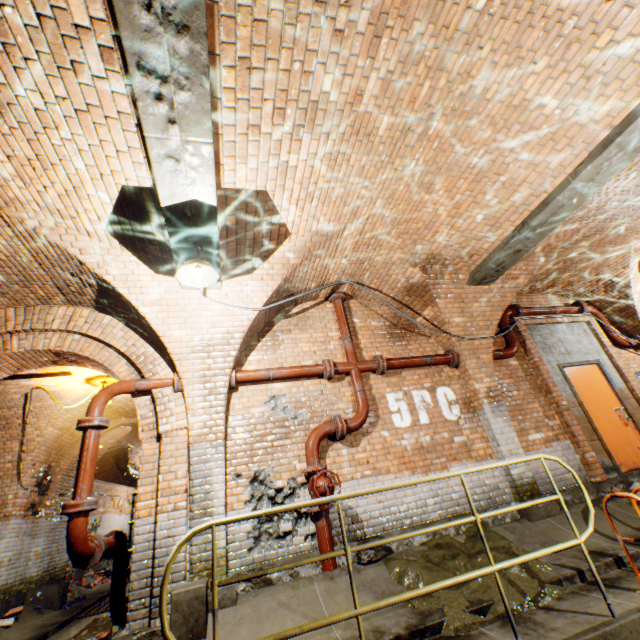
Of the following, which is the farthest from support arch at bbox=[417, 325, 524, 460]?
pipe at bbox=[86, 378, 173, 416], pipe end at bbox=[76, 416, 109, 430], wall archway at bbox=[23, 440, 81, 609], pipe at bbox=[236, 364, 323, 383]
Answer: wall archway at bbox=[23, 440, 81, 609]

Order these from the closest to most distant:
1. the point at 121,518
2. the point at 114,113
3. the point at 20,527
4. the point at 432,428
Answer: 1. the point at 114,113
2. the point at 432,428
3. the point at 20,527
4. the point at 121,518

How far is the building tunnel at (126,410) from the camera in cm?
874

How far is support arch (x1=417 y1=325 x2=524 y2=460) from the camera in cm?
562

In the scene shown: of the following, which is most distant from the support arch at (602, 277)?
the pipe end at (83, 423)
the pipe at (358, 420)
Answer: the pipe end at (83, 423)

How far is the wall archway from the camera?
7.95m

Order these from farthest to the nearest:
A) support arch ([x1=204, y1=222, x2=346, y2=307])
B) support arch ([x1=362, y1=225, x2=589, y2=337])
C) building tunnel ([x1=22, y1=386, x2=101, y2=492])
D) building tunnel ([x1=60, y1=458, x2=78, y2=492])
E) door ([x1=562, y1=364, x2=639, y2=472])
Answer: building tunnel ([x1=60, y1=458, x2=78, y2=492]), building tunnel ([x1=22, y1=386, x2=101, y2=492]), door ([x1=562, y1=364, x2=639, y2=472]), support arch ([x1=362, y1=225, x2=589, y2=337]), support arch ([x1=204, y1=222, x2=346, y2=307])

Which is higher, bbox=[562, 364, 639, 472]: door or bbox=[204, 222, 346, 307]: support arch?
bbox=[204, 222, 346, 307]: support arch
